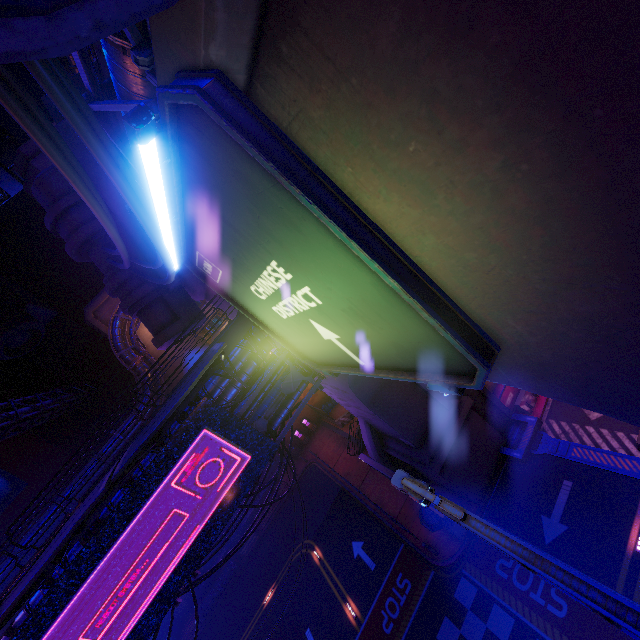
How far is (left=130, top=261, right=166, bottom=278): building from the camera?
13.7m

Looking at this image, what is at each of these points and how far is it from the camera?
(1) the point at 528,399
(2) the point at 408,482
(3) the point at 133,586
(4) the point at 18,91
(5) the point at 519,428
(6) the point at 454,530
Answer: (1) fence, 18.2 meters
(2) street light, 4.4 meters
(3) sign, 11.4 meters
(4) cable, 4.0 meters
(5) tunnel, 17.9 meters
(6) sign, 16.3 meters

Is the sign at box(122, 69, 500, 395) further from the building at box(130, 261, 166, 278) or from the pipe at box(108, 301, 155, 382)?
the pipe at box(108, 301, 155, 382)

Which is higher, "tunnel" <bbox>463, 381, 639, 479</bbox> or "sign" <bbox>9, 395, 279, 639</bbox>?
"sign" <bbox>9, 395, 279, 639</bbox>

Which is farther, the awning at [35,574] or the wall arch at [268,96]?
the awning at [35,574]

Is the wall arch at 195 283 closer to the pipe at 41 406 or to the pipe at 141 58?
the pipe at 141 58

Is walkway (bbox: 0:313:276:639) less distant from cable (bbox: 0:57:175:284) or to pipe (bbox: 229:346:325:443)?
pipe (bbox: 229:346:325:443)

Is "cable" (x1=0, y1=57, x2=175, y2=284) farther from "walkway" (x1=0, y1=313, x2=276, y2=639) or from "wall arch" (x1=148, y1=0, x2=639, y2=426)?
"walkway" (x1=0, y1=313, x2=276, y2=639)
